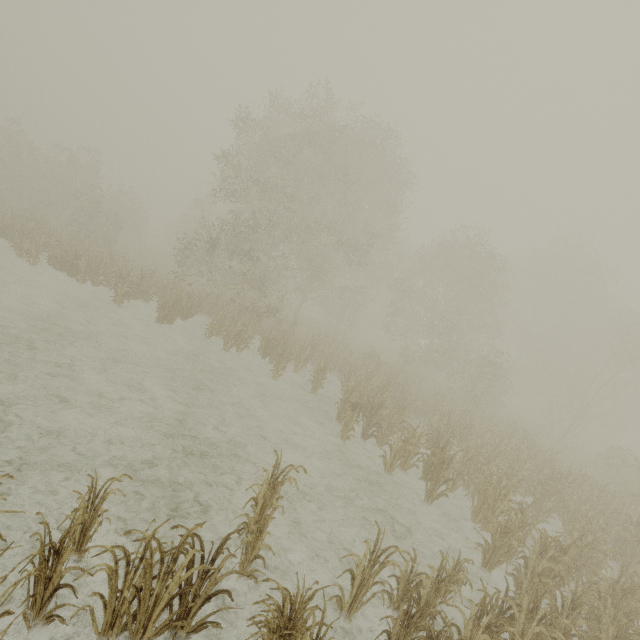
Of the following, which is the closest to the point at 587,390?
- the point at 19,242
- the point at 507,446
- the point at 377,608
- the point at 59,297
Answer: the point at 507,446
